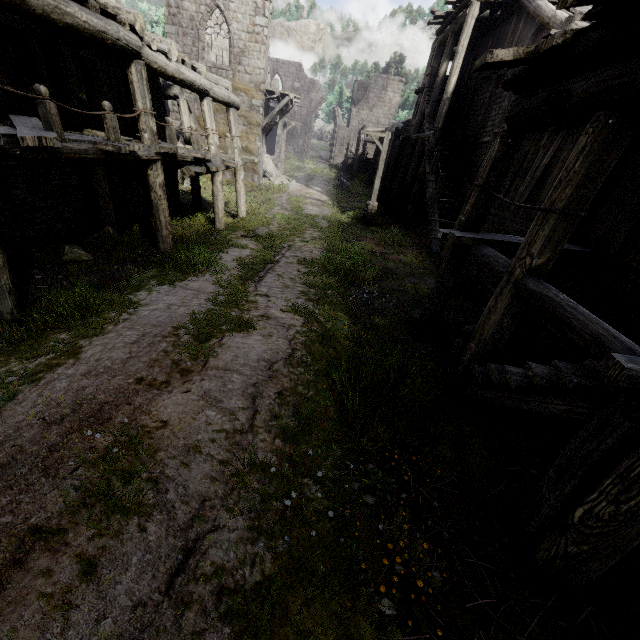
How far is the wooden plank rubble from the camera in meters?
21.9 m

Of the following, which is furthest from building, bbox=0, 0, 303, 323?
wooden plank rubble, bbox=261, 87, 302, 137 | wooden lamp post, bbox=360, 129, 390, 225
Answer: wooden lamp post, bbox=360, 129, 390, 225

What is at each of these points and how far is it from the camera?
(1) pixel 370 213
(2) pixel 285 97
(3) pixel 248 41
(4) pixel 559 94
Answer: (1) wooden lamp post, 18.7 meters
(2) wooden plank rubble, 22.1 meters
(3) building, 20.0 meters
(4) building, 4.1 meters

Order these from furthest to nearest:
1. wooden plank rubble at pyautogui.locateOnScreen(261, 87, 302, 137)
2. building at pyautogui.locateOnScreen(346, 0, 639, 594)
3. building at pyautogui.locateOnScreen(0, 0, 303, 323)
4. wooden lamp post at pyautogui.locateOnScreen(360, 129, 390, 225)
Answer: wooden plank rubble at pyautogui.locateOnScreen(261, 87, 302, 137)
wooden lamp post at pyautogui.locateOnScreen(360, 129, 390, 225)
building at pyautogui.locateOnScreen(0, 0, 303, 323)
building at pyautogui.locateOnScreen(346, 0, 639, 594)

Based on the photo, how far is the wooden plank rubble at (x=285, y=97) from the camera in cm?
2189

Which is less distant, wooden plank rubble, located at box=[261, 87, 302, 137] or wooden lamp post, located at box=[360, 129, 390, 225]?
wooden lamp post, located at box=[360, 129, 390, 225]

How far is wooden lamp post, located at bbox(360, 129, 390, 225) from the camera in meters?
17.1 m

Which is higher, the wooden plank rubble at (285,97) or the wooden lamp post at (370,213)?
the wooden plank rubble at (285,97)
